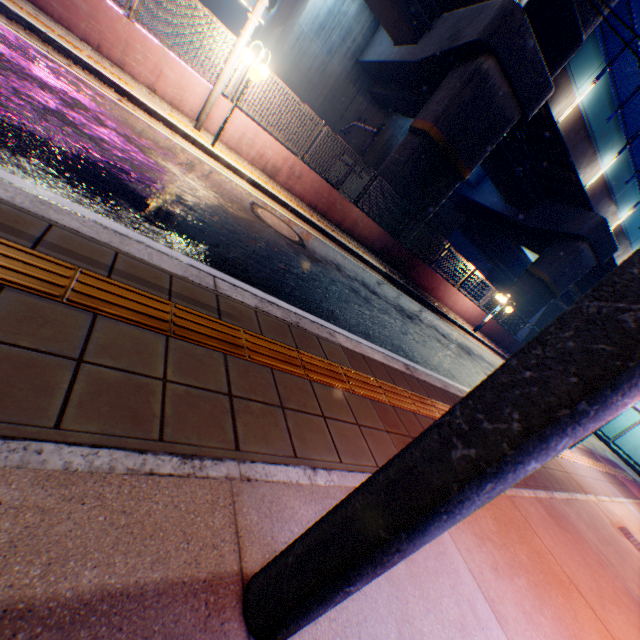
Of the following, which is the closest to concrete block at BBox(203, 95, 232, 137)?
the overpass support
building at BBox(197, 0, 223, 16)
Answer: the overpass support

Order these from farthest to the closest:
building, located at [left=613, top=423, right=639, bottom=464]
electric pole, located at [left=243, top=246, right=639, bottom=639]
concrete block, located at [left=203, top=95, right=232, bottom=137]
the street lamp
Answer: building, located at [left=613, top=423, right=639, bottom=464] → concrete block, located at [left=203, top=95, right=232, bottom=137] → the street lamp → electric pole, located at [left=243, top=246, right=639, bottom=639]

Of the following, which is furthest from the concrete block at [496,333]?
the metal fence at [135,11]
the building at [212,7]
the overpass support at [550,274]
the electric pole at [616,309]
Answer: the building at [212,7]

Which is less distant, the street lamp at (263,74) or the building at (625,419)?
the street lamp at (263,74)

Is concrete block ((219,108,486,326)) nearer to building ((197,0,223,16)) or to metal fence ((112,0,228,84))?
metal fence ((112,0,228,84))

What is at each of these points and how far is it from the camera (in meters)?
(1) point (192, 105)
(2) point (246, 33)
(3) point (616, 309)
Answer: (1) concrete block, 8.41
(2) electric pole, 7.37
(3) electric pole, 0.59

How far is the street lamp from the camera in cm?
679

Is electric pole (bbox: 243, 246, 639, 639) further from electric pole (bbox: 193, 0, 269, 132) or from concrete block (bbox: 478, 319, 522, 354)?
concrete block (bbox: 478, 319, 522, 354)
